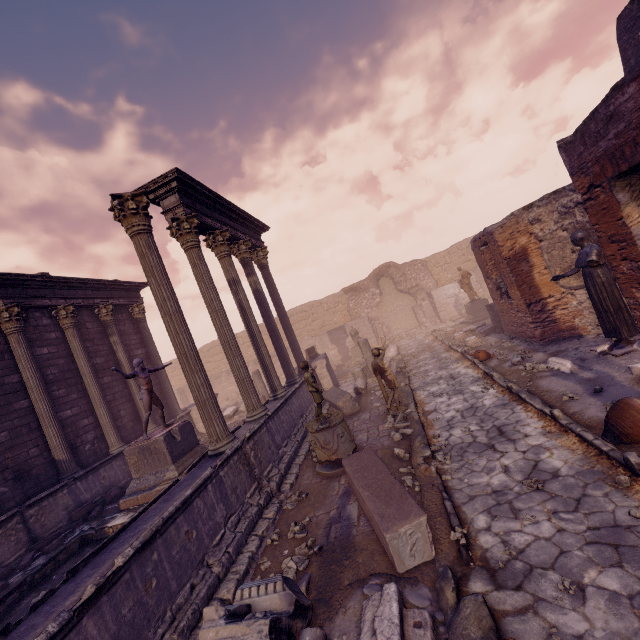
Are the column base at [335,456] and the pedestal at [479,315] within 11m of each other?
no

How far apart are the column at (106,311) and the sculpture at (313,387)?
9.0m

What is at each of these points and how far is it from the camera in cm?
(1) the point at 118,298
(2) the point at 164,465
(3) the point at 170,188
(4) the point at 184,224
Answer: (1) entablature, 1385
(2) pedestal, 858
(3) entablature, 812
(4) column, 826

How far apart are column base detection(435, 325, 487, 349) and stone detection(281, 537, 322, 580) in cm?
→ 1215

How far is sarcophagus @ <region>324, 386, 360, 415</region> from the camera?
10.6m

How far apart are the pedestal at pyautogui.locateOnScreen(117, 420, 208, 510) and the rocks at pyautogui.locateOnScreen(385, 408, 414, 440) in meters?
5.2

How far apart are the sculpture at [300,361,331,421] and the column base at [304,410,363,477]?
0.02m

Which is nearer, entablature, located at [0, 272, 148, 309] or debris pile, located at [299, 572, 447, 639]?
debris pile, located at [299, 572, 447, 639]
